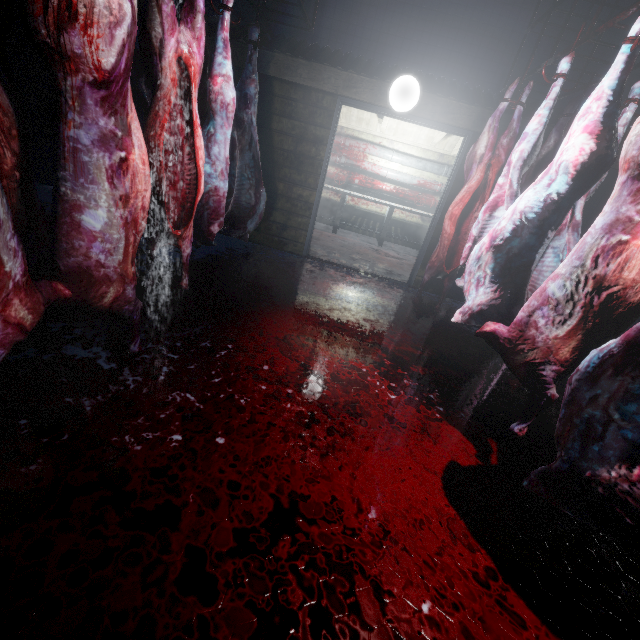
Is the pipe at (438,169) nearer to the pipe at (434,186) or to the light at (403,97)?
the pipe at (434,186)

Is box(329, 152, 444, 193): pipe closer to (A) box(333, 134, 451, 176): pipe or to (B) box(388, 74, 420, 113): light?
(A) box(333, 134, 451, 176): pipe

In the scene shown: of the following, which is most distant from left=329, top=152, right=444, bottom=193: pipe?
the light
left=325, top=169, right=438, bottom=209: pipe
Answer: the light

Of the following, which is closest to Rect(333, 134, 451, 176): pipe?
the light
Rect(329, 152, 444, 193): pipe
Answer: Rect(329, 152, 444, 193): pipe

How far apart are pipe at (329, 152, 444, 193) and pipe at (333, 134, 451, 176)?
0.1m

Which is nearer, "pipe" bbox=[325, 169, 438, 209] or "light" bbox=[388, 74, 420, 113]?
"light" bbox=[388, 74, 420, 113]

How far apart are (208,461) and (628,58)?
2.71m

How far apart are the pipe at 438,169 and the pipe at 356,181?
0.43m
